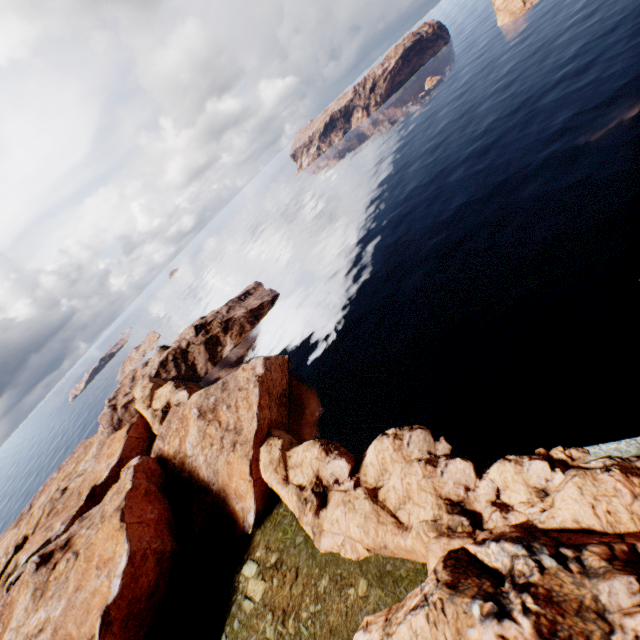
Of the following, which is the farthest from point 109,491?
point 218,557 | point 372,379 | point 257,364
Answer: point 372,379
